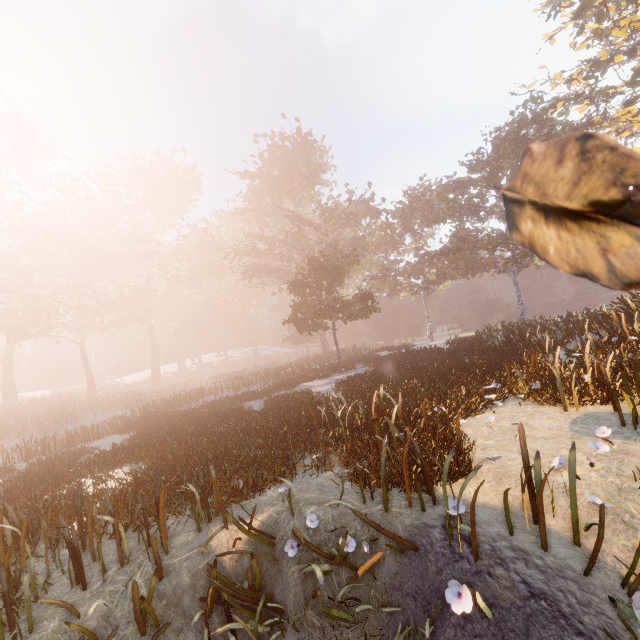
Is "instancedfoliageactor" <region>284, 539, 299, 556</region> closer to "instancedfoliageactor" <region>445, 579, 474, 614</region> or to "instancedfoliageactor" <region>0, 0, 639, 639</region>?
"instancedfoliageactor" <region>445, 579, 474, 614</region>

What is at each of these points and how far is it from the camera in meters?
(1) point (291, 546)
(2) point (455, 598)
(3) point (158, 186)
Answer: (1) instancedfoliageactor, 4.5
(2) instancedfoliageactor, 3.2
(3) instancedfoliageactor, 45.8

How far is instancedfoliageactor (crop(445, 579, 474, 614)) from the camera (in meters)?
3.05

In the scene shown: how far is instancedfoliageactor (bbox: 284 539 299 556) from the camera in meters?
4.4

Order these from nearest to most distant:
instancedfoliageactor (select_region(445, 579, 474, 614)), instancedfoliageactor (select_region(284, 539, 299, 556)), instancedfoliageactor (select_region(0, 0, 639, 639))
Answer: instancedfoliageactor (select_region(445, 579, 474, 614)), instancedfoliageactor (select_region(284, 539, 299, 556)), instancedfoliageactor (select_region(0, 0, 639, 639))

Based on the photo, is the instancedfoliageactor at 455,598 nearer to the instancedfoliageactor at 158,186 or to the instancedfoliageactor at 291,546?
the instancedfoliageactor at 291,546

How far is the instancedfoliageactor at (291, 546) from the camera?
4.4 meters

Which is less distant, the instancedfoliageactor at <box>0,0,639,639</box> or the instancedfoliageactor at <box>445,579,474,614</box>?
the instancedfoliageactor at <box>445,579,474,614</box>
